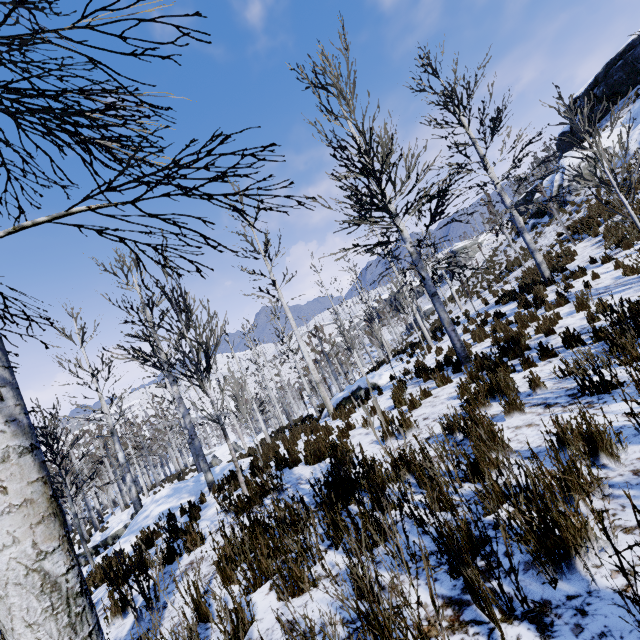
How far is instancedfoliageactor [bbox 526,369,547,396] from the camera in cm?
382

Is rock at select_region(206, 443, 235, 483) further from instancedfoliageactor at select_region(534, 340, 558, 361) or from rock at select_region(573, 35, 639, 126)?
rock at select_region(573, 35, 639, 126)

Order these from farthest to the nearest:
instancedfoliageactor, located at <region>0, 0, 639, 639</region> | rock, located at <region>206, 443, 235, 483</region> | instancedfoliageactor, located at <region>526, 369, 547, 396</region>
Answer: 1. rock, located at <region>206, 443, 235, 483</region>
2. instancedfoliageactor, located at <region>526, 369, 547, 396</region>
3. instancedfoliageactor, located at <region>0, 0, 639, 639</region>

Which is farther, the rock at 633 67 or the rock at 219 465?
the rock at 633 67

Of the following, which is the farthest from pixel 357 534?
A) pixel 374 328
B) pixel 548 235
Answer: pixel 548 235

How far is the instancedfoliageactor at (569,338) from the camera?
5.34m

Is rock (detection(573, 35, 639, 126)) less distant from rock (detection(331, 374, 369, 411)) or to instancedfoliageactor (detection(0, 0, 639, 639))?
instancedfoliageactor (detection(0, 0, 639, 639))

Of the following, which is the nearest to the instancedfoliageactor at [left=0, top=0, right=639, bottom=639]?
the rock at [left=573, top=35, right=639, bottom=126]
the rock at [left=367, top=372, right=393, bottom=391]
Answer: the rock at [left=367, top=372, right=393, bottom=391]
